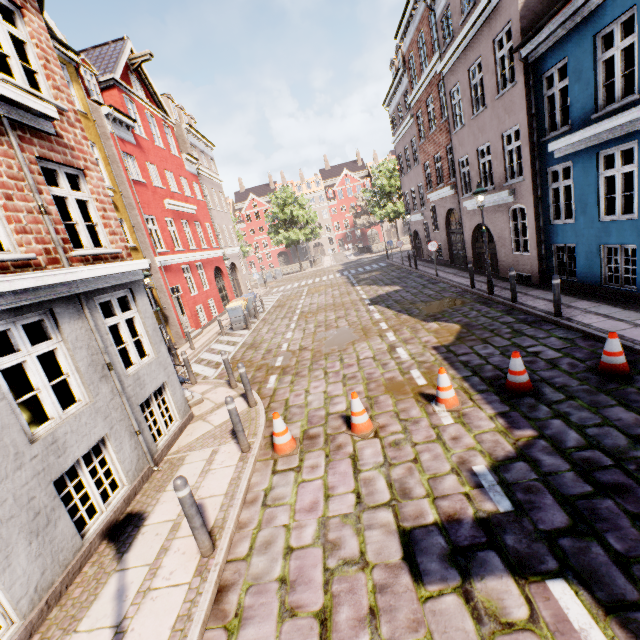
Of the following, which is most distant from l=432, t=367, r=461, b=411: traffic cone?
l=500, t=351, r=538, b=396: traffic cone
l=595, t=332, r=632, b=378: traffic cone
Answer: l=595, t=332, r=632, b=378: traffic cone

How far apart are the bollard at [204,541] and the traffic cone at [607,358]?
6.8m

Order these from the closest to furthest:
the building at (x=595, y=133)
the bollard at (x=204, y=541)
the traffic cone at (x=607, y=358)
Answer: the bollard at (x=204, y=541) → the traffic cone at (x=607, y=358) → the building at (x=595, y=133)

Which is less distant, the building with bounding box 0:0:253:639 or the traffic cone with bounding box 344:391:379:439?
the building with bounding box 0:0:253:639

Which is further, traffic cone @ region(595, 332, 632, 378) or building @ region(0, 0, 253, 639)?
traffic cone @ region(595, 332, 632, 378)

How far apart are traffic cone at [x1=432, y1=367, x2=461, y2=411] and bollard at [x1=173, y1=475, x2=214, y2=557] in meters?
4.1

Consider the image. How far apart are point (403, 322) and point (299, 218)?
30.45m

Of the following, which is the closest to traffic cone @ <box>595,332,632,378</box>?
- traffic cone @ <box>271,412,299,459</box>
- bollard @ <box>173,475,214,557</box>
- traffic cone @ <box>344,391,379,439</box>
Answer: traffic cone @ <box>344,391,379,439</box>
